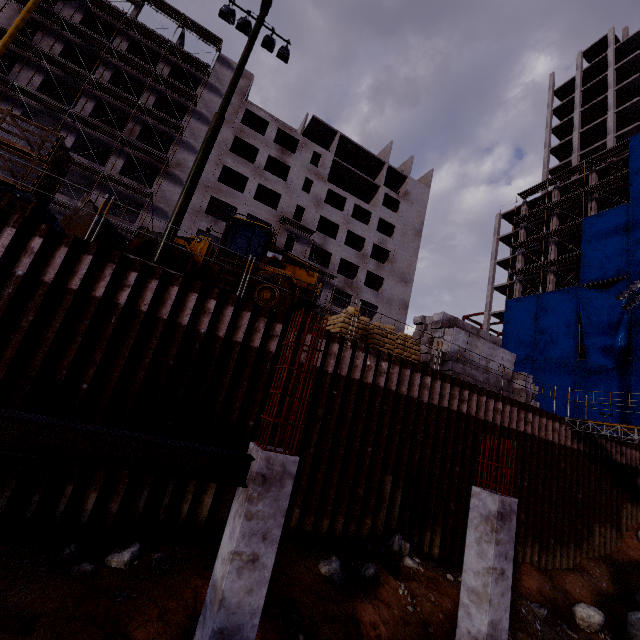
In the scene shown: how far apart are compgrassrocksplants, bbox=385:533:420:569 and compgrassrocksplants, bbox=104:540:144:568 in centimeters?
615cm

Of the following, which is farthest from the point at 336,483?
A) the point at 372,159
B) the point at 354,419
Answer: the point at 372,159

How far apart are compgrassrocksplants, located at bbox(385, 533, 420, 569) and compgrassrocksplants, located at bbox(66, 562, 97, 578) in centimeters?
691cm

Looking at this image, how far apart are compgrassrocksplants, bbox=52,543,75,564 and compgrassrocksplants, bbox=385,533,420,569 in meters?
7.4

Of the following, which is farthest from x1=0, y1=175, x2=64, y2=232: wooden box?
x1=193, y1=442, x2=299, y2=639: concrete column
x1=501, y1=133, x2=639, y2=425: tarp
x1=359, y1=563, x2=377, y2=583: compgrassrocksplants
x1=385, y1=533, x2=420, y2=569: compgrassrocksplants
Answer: x1=501, y1=133, x2=639, y2=425: tarp

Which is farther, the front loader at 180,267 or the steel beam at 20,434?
the front loader at 180,267

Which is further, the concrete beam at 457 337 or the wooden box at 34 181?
the concrete beam at 457 337

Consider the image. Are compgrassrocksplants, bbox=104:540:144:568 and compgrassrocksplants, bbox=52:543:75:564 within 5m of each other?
yes
